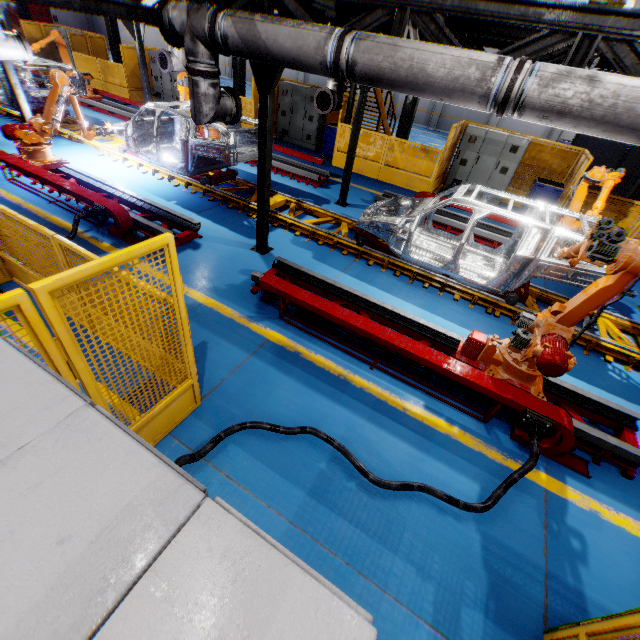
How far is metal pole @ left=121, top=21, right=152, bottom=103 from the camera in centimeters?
1003cm

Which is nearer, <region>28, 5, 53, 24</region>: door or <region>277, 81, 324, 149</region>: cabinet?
<region>277, 81, 324, 149</region>: cabinet

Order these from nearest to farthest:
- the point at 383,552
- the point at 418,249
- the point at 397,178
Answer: the point at 383,552
the point at 418,249
the point at 397,178

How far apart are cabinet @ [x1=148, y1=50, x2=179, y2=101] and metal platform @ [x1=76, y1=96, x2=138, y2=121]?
3.1 meters

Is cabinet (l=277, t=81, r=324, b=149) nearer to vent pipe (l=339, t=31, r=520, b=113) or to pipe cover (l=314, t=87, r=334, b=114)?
pipe cover (l=314, t=87, r=334, b=114)

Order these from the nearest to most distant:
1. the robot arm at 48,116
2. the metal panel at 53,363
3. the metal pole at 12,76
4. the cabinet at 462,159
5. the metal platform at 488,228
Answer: the metal panel at 53,363 < the robot arm at 48,116 < the metal pole at 12,76 < the metal platform at 488,228 < the cabinet at 462,159

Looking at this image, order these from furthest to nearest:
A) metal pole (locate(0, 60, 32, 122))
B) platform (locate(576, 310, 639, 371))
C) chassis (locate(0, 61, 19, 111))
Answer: chassis (locate(0, 61, 19, 111)) → metal pole (locate(0, 60, 32, 122)) → platform (locate(576, 310, 639, 371))

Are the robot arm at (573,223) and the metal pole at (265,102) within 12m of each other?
yes
